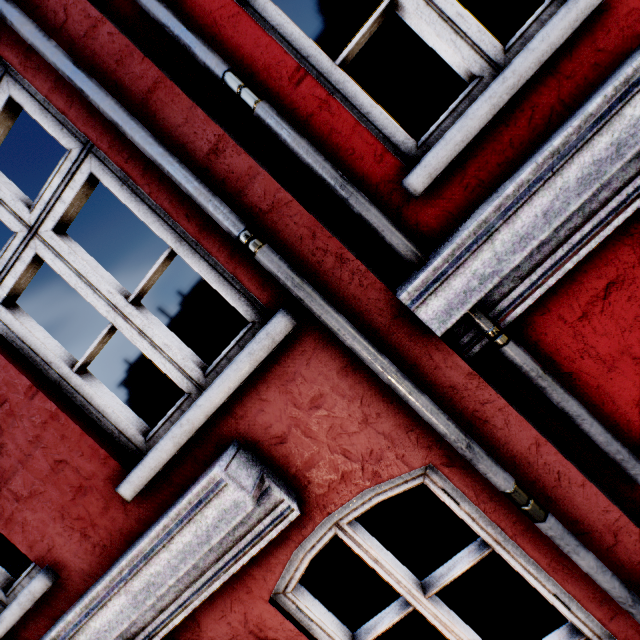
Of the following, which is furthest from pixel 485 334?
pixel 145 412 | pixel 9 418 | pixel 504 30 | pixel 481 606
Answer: pixel 504 30
